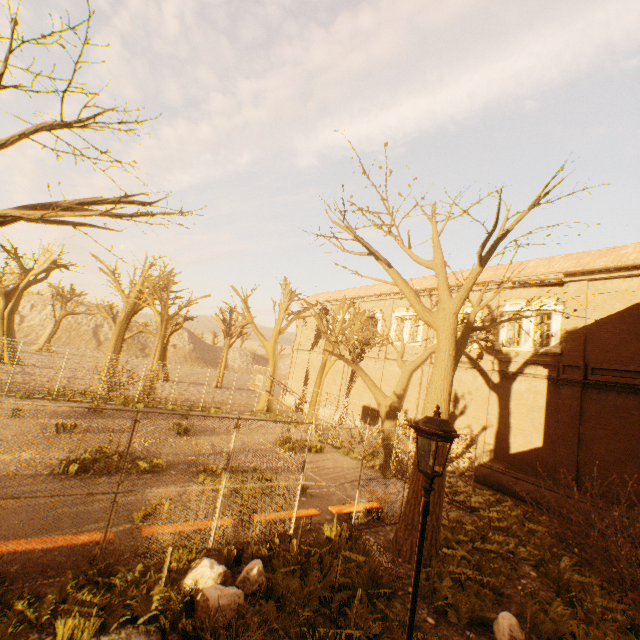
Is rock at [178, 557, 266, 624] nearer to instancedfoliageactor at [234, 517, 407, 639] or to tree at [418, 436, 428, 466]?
instancedfoliageactor at [234, 517, 407, 639]

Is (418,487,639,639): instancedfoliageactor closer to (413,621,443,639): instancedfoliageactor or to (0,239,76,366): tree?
(0,239,76,366): tree

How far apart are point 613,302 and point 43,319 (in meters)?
78.18

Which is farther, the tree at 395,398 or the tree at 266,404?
the tree at 266,404

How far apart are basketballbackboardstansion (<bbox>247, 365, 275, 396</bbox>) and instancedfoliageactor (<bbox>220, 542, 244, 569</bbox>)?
8.53m

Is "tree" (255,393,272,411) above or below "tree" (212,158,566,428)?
below

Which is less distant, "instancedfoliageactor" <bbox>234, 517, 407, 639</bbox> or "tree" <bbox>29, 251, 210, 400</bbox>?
"instancedfoliageactor" <bbox>234, 517, 407, 639</bbox>

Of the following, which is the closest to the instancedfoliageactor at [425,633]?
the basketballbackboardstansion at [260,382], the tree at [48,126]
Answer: the tree at [48,126]
